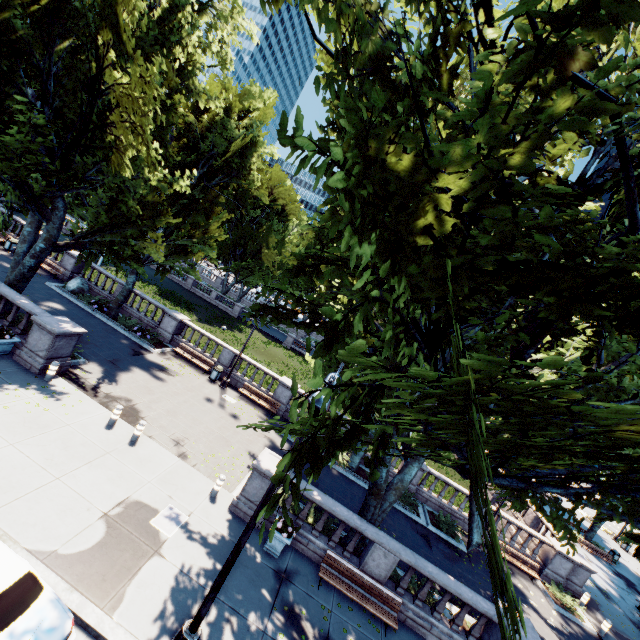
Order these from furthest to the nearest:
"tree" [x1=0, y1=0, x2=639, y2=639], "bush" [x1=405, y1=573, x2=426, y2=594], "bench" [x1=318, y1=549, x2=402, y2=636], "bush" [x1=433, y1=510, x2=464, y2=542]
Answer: "bush" [x1=433, y1=510, x2=464, y2=542] → "bush" [x1=405, y1=573, x2=426, y2=594] → "bench" [x1=318, y1=549, x2=402, y2=636] → "tree" [x1=0, y1=0, x2=639, y2=639]

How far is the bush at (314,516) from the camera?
13.25m

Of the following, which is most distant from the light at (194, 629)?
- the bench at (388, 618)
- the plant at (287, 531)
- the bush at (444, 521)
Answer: the bush at (444, 521)

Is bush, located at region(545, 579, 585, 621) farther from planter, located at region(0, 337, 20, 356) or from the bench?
planter, located at region(0, 337, 20, 356)

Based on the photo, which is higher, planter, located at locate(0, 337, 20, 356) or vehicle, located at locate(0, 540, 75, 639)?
vehicle, located at locate(0, 540, 75, 639)

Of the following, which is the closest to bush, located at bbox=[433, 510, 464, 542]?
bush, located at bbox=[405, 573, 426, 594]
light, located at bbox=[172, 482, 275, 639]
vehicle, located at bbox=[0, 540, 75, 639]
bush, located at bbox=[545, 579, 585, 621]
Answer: bush, located at bbox=[545, 579, 585, 621]

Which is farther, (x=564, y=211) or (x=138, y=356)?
(x=138, y=356)

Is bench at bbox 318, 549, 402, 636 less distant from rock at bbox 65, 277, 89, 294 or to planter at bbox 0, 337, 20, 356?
planter at bbox 0, 337, 20, 356
